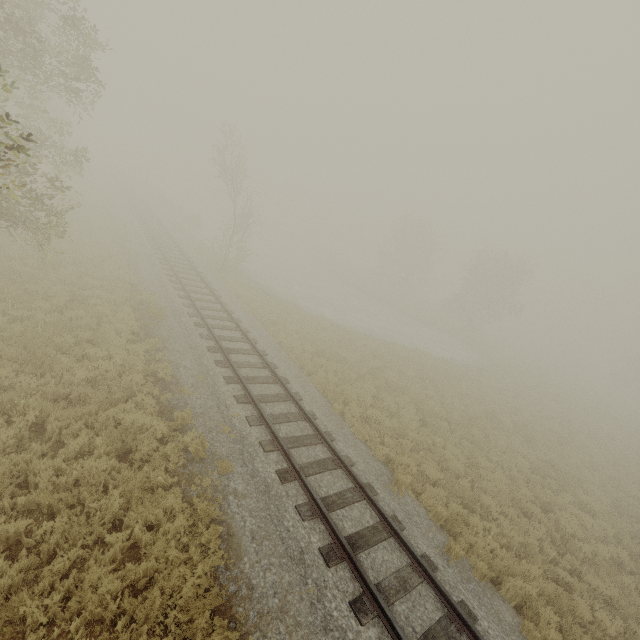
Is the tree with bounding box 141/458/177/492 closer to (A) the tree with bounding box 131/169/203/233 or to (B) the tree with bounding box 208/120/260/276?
(B) the tree with bounding box 208/120/260/276

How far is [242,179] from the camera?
23.41m

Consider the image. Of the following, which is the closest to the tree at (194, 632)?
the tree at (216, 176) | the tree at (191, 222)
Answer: the tree at (216, 176)

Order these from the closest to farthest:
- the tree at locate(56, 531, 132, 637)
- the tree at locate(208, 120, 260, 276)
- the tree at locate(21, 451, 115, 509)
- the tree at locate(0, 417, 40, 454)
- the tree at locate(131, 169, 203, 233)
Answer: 1. the tree at locate(56, 531, 132, 637)
2. the tree at locate(21, 451, 115, 509)
3. the tree at locate(0, 417, 40, 454)
4. the tree at locate(208, 120, 260, 276)
5. the tree at locate(131, 169, 203, 233)

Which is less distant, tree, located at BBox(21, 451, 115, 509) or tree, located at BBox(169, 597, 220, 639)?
tree, located at BBox(169, 597, 220, 639)

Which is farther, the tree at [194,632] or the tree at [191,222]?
the tree at [191,222]
